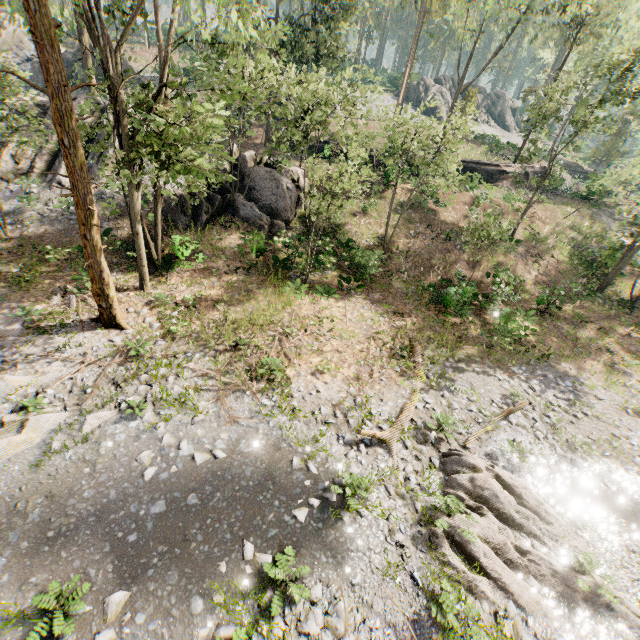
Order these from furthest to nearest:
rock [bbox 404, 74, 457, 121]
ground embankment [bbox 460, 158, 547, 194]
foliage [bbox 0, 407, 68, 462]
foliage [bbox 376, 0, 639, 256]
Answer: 1. rock [bbox 404, 74, 457, 121]
2. ground embankment [bbox 460, 158, 547, 194]
3. foliage [bbox 376, 0, 639, 256]
4. foliage [bbox 0, 407, 68, 462]

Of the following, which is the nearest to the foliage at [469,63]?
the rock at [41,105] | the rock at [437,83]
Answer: the rock at [437,83]

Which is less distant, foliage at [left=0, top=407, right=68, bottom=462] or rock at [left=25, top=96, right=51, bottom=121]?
foliage at [left=0, top=407, right=68, bottom=462]

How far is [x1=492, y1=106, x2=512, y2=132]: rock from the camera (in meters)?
59.53

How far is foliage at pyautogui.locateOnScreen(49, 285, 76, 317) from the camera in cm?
1428

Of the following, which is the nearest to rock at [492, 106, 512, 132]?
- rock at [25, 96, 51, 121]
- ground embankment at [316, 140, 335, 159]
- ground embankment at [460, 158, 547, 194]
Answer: ground embankment at [460, 158, 547, 194]

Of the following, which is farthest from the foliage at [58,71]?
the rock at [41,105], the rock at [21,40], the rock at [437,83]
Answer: the rock at [21,40]

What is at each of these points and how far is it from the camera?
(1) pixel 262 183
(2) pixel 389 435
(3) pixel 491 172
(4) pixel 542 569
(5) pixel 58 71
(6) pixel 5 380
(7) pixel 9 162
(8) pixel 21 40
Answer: (1) rock, 21.0m
(2) foliage, 11.4m
(3) ground embankment, 33.3m
(4) foliage, 8.6m
(5) foliage, 8.8m
(6) foliage, 10.6m
(7) rock, 20.9m
(8) rock, 36.5m
